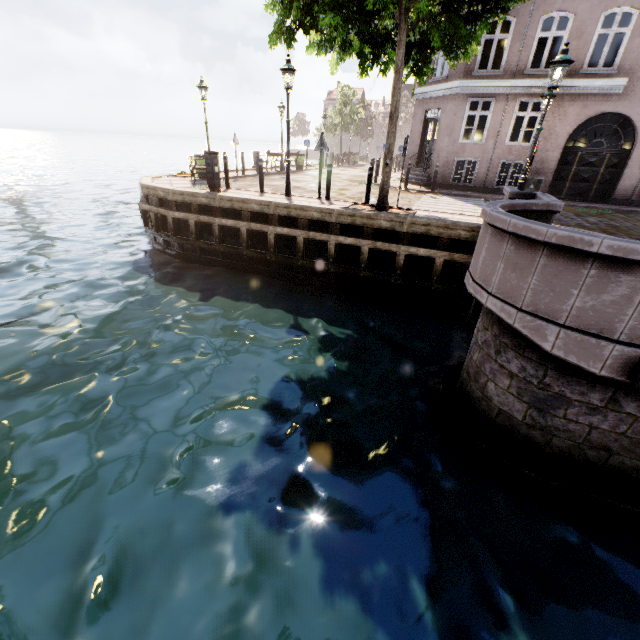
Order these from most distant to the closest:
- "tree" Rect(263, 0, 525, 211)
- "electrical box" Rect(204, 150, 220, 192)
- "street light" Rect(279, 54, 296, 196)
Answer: "electrical box" Rect(204, 150, 220, 192) < "street light" Rect(279, 54, 296, 196) < "tree" Rect(263, 0, 525, 211)

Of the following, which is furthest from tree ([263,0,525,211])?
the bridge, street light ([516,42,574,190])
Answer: the bridge

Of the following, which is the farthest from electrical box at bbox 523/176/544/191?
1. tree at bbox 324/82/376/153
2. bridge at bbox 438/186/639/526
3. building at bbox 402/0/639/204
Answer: tree at bbox 324/82/376/153

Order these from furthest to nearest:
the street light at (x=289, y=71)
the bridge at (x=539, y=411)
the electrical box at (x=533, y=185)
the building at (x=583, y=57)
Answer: the electrical box at (x=533, y=185) < the building at (x=583, y=57) < the street light at (x=289, y=71) < the bridge at (x=539, y=411)

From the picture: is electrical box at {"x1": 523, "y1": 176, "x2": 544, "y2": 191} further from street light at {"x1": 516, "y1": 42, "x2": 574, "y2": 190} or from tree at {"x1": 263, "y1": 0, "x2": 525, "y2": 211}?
street light at {"x1": 516, "y1": 42, "x2": 574, "y2": 190}

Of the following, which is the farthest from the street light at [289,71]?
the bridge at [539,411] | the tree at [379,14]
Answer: the bridge at [539,411]

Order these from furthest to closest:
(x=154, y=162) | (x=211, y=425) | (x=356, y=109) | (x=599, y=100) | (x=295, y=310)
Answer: (x=154, y=162) → (x=356, y=109) → (x=599, y=100) → (x=295, y=310) → (x=211, y=425)

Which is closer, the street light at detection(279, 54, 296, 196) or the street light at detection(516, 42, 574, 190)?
the street light at detection(516, 42, 574, 190)
